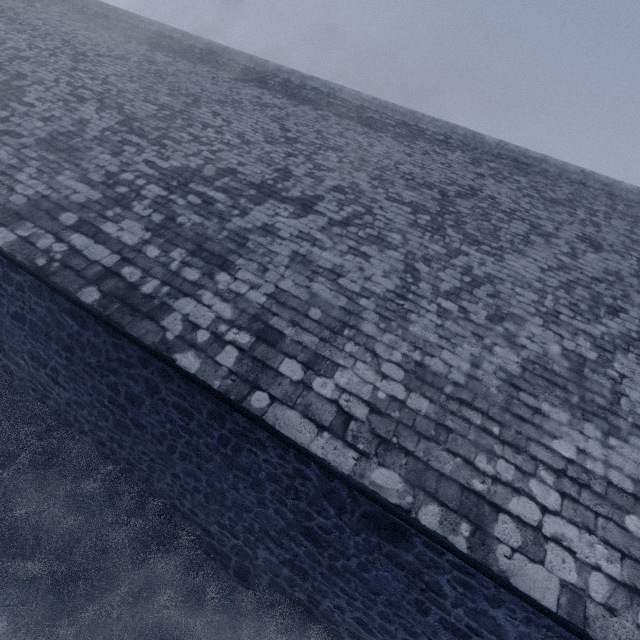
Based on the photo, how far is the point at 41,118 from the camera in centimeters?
758cm

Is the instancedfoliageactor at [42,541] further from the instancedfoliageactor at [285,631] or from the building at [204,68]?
the instancedfoliageactor at [285,631]

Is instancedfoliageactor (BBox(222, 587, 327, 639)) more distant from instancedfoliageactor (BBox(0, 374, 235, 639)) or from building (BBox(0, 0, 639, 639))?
instancedfoliageactor (BBox(0, 374, 235, 639))

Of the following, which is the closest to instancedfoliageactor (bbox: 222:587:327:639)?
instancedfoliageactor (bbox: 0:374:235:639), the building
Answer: the building

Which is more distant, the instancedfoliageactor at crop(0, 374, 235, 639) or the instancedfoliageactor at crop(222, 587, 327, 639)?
the instancedfoliageactor at crop(222, 587, 327, 639)

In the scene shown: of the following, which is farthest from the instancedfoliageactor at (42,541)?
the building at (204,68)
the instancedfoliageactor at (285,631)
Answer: the instancedfoliageactor at (285,631)
